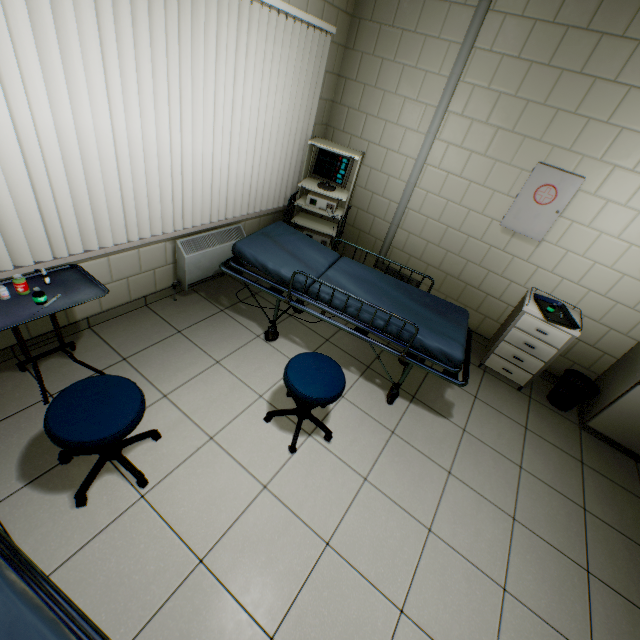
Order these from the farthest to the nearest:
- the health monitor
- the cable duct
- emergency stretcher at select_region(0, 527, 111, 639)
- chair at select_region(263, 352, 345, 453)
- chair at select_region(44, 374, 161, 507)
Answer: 1. the health monitor
2. the cable duct
3. chair at select_region(263, 352, 345, 453)
4. chair at select_region(44, 374, 161, 507)
5. emergency stretcher at select_region(0, 527, 111, 639)

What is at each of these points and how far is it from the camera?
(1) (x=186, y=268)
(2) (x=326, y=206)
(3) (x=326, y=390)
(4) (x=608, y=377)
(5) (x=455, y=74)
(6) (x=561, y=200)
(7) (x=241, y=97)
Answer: (1) radiator, 3.0m
(2) health monitor, 3.6m
(3) chair, 2.1m
(4) sink, 3.2m
(5) cable duct, 3.0m
(6) cabinet, 2.8m
(7) blinds, 2.6m

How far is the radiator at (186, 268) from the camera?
2.97m

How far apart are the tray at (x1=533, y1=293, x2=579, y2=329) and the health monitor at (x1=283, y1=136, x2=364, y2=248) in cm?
209

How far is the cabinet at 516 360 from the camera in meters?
3.0 m

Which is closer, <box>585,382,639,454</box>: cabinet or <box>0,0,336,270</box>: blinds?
<box>0,0,336,270</box>: blinds

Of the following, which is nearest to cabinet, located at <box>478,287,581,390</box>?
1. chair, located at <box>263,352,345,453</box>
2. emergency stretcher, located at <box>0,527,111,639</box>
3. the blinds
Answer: chair, located at <box>263,352,345,453</box>

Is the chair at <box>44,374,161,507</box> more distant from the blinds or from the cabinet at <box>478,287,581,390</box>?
the cabinet at <box>478,287,581,390</box>
